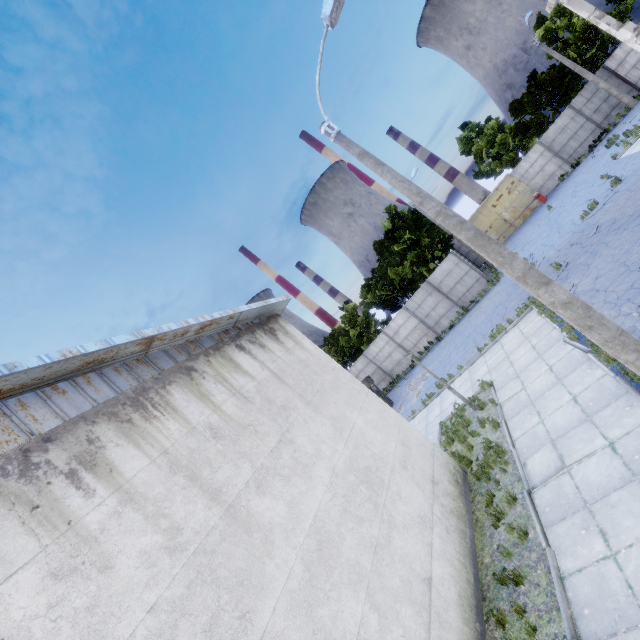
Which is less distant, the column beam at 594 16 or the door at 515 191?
the column beam at 594 16

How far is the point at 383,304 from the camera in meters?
30.1

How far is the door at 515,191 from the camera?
28.5m

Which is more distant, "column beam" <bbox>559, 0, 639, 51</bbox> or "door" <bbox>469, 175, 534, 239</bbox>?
"door" <bbox>469, 175, 534, 239</bbox>

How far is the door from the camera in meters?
28.5 m

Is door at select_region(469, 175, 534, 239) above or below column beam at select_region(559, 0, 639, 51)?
below
